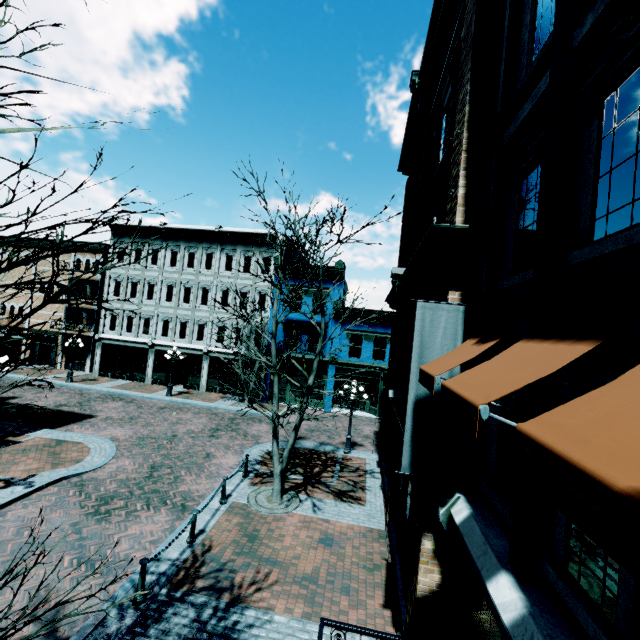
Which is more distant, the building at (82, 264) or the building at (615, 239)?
the building at (82, 264)

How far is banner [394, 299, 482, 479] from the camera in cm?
525

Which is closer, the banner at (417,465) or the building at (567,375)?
the building at (567,375)

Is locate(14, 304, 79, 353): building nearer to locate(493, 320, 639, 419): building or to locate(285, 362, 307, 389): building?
locate(285, 362, 307, 389): building

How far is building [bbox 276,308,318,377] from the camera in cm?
2461

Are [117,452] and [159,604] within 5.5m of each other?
no

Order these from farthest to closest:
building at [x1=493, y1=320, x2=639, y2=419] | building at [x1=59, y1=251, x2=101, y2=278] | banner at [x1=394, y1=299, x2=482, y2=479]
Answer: building at [x1=59, y1=251, x2=101, y2=278] < banner at [x1=394, y1=299, x2=482, y2=479] < building at [x1=493, y1=320, x2=639, y2=419]

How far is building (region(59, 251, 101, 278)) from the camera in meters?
28.4 m
